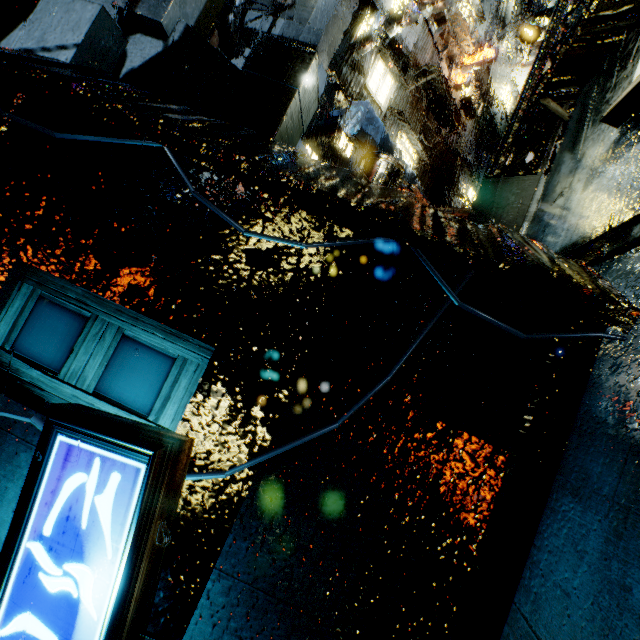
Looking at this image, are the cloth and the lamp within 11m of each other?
yes

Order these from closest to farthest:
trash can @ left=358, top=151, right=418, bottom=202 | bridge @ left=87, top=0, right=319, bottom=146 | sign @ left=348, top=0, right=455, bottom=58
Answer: bridge @ left=87, top=0, right=319, bottom=146, trash can @ left=358, top=151, right=418, bottom=202, sign @ left=348, top=0, right=455, bottom=58

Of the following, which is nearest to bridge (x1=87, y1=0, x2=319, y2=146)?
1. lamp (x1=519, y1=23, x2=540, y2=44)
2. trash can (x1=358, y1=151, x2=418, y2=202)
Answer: trash can (x1=358, y1=151, x2=418, y2=202)

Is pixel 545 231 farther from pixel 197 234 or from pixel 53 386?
pixel 53 386

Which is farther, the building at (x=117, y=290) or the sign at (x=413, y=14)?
the sign at (x=413, y=14)

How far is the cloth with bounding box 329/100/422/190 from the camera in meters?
13.2

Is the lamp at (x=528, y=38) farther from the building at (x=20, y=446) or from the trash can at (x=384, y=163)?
the trash can at (x=384, y=163)

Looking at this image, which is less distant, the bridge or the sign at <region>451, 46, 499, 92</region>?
the bridge
